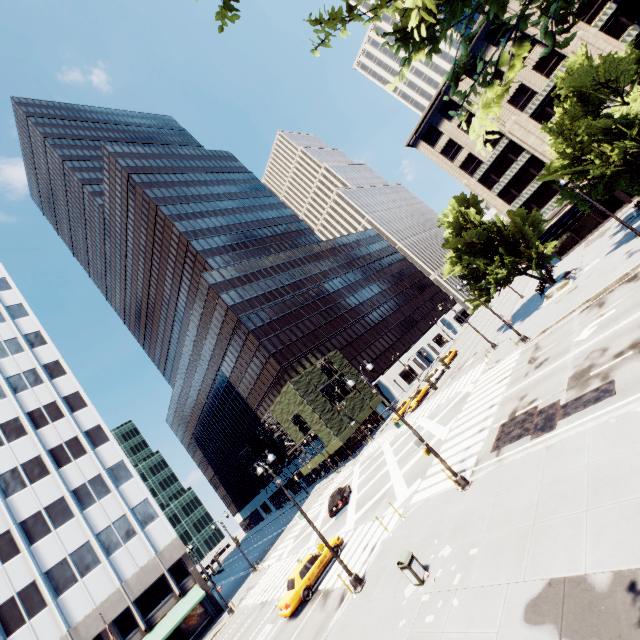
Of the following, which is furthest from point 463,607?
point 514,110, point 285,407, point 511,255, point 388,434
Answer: point 514,110

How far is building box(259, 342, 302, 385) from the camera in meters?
58.4

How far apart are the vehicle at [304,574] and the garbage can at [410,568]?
10.1 meters

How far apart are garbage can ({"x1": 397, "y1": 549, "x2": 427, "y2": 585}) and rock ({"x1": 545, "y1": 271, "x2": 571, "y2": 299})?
29.59m

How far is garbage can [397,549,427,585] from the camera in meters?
11.4

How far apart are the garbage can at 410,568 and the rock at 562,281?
29.6m

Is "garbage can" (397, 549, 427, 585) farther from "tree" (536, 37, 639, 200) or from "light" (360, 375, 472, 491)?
"tree" (536, 37, 639, 200)

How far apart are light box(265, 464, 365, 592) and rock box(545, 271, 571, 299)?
30.1m
